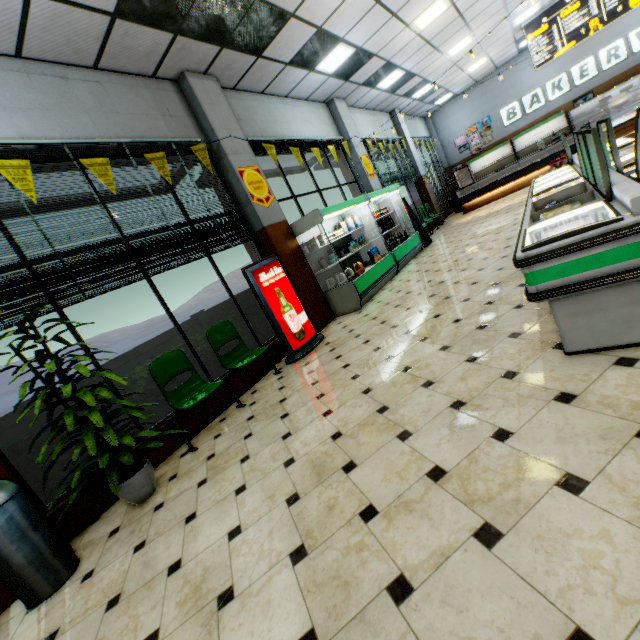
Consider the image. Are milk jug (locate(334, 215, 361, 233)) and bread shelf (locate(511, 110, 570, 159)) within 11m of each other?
no

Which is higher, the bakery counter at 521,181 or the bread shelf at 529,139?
the bread shelf at 529,139

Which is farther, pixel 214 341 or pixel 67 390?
pixel 214 341

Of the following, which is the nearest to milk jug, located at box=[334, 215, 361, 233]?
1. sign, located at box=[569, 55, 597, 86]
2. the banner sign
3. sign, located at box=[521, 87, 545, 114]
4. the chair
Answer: the banner sign

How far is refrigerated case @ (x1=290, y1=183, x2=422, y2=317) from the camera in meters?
6.3

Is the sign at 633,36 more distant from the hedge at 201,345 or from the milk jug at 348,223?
the hedge at 201,345

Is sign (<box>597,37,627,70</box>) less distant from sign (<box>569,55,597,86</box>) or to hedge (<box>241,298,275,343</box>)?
sign (<box>569,55,597,86</box>)

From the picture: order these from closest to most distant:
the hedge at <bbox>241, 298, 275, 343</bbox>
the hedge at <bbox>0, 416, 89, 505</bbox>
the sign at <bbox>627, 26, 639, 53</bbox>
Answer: the hedge at <bbox>0, 416, 89, 505</bbox> → the hedge at <bbox>241, 298, 275, 343</bbox> → the sign at <bbox>627, 26, 639, 53</bbox>
